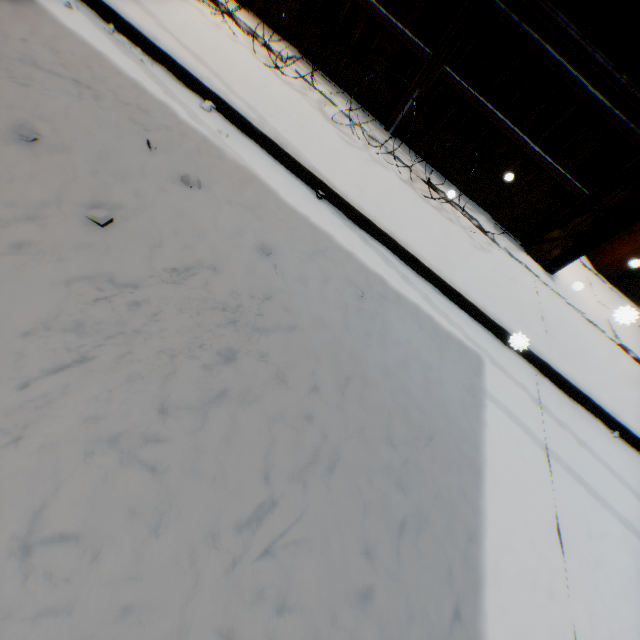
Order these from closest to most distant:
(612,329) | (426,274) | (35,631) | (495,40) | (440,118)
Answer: (35,631)
(426,274)
(495,40)
(440,118)
(612,329)

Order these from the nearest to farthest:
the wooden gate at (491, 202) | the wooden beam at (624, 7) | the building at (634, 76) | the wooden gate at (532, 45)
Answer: the wooden gate at (532, 45) → the wooden gate at (491, 202) → the building at (634, 76) → the wooden beam at (624, 7)

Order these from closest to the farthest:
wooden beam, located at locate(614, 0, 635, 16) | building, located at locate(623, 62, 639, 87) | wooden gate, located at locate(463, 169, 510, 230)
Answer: wooden gate, located at locate(463, 169, 510, 230) < building, located at locate(623, 62, 639, 87) < wooden beam, located at locate(614, 0, 635, 16)

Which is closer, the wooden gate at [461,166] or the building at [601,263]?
the wooden gate at [461,166]

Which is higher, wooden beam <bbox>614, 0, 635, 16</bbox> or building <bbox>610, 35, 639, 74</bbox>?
wooden beam <bbox>614, 0, 635, 16</bbox>

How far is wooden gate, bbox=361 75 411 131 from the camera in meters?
4.8
